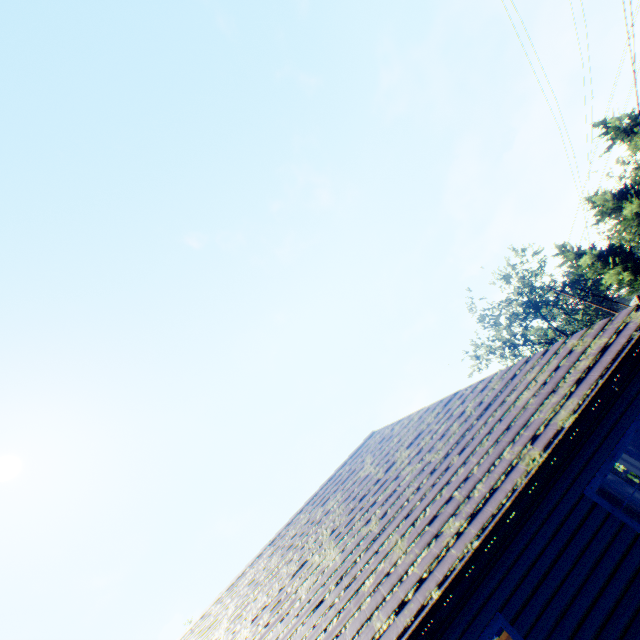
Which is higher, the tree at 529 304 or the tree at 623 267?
the tree at 529 304

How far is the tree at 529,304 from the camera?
42.8 meters

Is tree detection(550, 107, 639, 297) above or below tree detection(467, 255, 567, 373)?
below

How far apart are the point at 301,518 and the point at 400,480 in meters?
4.3

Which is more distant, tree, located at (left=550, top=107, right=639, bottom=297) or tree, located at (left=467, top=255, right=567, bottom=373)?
tree, located at (left=467, top=255, right=567, bottom=373)

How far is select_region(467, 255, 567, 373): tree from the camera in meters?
42.8 m
